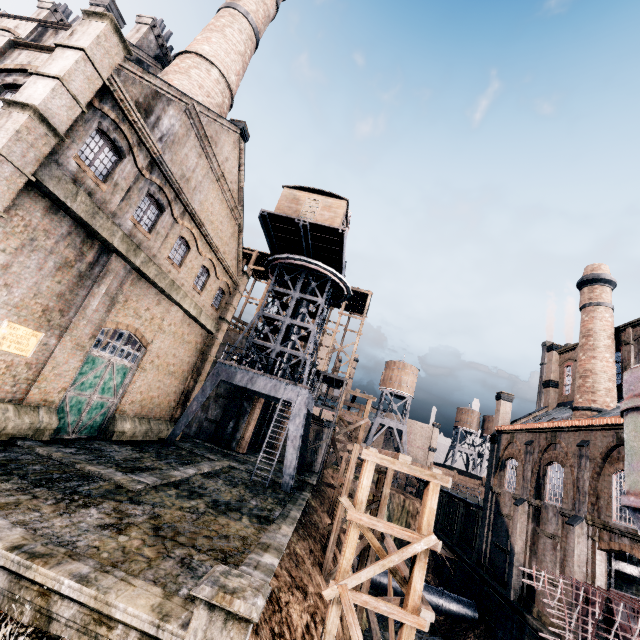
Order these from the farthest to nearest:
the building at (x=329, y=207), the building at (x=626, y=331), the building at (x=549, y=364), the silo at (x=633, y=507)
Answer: the building at (x=626, y=331), the building at (x=329, y=207), the building at (x=549, y=364), the silo at (x=633, y=507)

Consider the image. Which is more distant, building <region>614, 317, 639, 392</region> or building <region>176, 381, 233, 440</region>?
building <region>176, 381, 233, 440</region>

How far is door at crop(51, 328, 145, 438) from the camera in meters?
16.1

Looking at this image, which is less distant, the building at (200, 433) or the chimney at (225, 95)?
the chimney at (225, 95)

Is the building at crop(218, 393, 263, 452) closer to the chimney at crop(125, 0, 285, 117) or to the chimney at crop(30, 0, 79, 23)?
the chimney at crop(125, 0, 285, 117)

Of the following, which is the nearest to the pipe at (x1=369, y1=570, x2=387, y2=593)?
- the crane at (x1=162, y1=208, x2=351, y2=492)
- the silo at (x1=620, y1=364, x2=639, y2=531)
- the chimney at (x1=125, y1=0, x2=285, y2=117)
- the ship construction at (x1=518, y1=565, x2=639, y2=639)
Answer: the crane at (x1=162, y1=208, x2=351, y2=492)

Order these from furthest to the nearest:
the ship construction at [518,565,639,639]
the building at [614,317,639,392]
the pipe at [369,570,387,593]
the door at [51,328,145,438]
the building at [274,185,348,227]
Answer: the pipe at [369,570,387,593] → the building at [614,317,639,392] → the building at [274,185,348,227] → the door at [51,328,145,438] → the ship construction at [518,565,639,639]

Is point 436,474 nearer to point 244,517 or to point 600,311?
point 244,517
